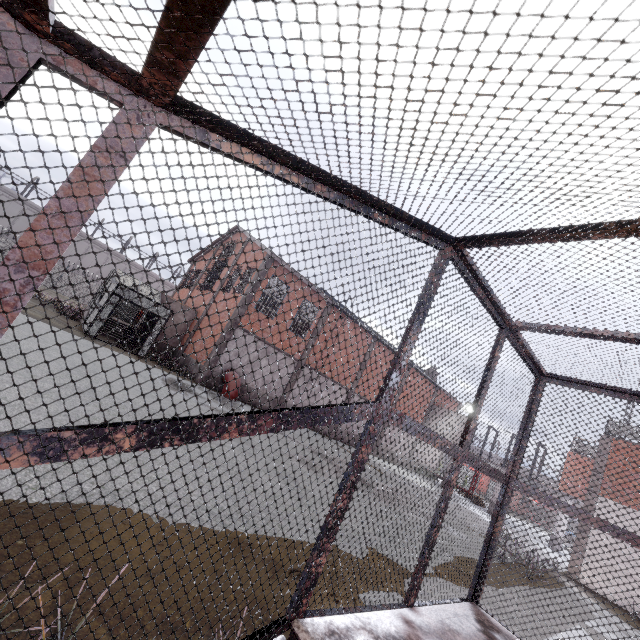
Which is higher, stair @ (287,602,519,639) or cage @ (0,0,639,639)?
cage @ (0,0,639,639)

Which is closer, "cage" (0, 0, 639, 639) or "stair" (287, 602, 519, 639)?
"cage" (0, 0, 639, 639)

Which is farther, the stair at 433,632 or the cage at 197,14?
the stair at 433,632

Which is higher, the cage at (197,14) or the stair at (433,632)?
the cage at (197,14)

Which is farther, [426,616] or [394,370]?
[426,616]
